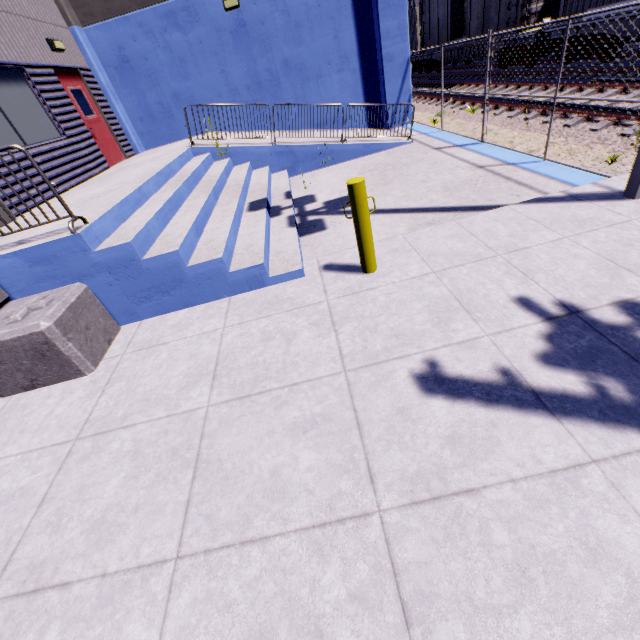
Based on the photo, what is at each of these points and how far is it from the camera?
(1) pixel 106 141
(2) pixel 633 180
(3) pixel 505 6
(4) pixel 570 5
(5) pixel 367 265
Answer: (1) door, 10.2 meters
(2) light, 4.1 meters
(3) cargo car, 13.9 meters
(4) cargo container, 11.4 meters
(5) post, 4.2 meters

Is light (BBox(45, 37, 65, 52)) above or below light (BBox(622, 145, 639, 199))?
above

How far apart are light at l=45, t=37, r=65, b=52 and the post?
10.37m

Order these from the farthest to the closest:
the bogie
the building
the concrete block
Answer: the bogie < the building < the concrete block

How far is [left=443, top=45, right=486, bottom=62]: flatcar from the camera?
16.4 meters

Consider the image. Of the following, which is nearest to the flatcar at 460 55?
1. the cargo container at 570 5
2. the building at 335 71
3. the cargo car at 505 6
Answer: the cargo car at 505 6

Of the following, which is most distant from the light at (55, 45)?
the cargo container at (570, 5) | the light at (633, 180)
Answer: the light at (633, 180)

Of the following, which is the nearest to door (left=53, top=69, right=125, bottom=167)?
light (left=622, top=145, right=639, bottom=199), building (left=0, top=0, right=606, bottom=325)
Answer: building (left=0, top=0, right=606, bottom=325)
